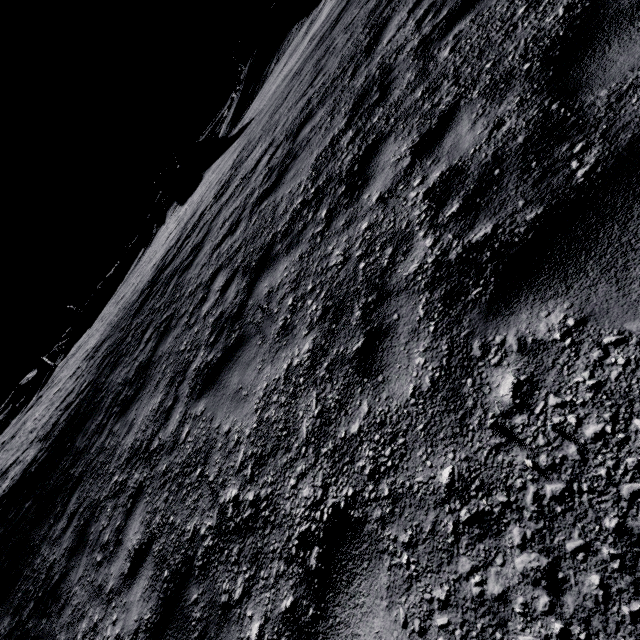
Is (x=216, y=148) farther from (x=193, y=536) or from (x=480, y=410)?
(x=480, y=410)

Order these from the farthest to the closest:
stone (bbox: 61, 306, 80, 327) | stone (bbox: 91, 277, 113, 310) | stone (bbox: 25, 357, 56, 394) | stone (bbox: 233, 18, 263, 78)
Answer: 1. stone (bbox: 61, 306, 80, 327)
2. stone (bbox: 91, 277, 113, 310)
3. stone (bbox: 25, 357, 56, 394)
4. stone (bbox: 233, 18, 263, 78)

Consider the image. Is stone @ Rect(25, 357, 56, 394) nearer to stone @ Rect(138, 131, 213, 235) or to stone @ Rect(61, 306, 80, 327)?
stone @ Rect(61, 306, 80, 327)

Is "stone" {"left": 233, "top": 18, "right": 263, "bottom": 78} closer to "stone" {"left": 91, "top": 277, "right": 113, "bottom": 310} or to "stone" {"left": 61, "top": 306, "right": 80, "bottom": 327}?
"stone" {"left": 91, "top": 277, "right": 113, "bottom": 310}

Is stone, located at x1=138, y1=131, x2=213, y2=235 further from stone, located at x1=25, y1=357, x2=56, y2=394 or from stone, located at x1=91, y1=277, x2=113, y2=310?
stone, located at x1=25, y1=357, x2=56, y2=394

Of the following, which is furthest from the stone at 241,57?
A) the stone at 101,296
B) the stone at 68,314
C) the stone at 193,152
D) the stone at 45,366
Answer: the stone at 45,366

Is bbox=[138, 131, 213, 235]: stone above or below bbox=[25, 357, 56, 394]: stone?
above

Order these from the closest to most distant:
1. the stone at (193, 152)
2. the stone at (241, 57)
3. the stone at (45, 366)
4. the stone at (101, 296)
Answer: the stone at (241, 57)
the stone at (193, 152)
the stone at (45, 366)
the stone at (101, 296)
